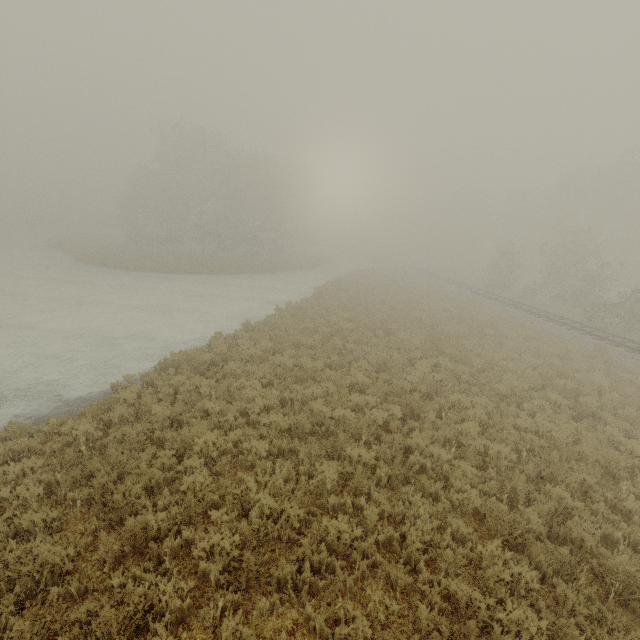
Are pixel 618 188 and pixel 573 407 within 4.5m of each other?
no
